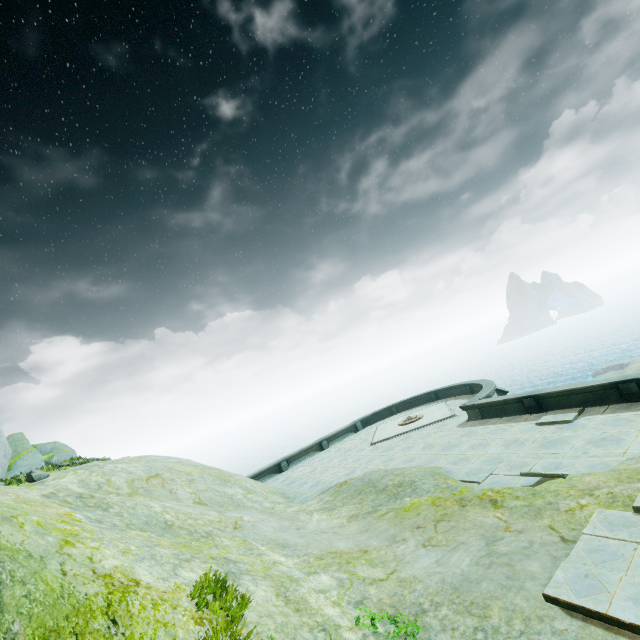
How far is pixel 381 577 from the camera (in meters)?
6.52
